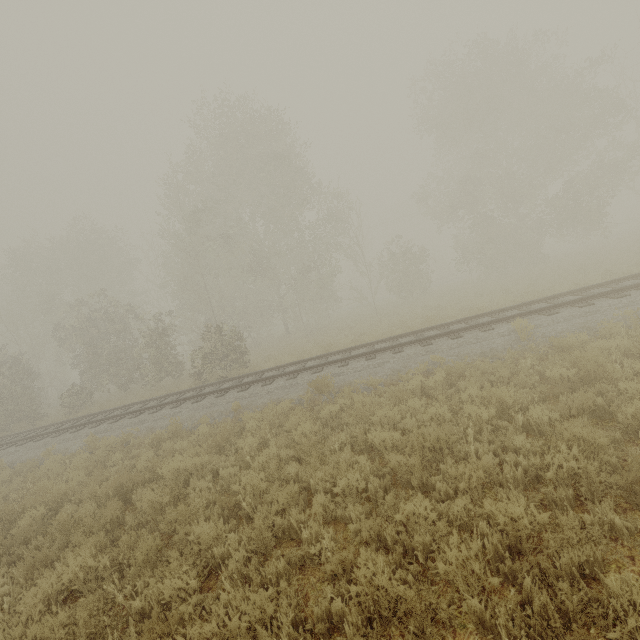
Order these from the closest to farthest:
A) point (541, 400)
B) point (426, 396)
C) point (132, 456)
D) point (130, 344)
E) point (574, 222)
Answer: point (541, 400) → point (426, 396) → point (132, 456) → point (130, 344) → point (574, 222)
